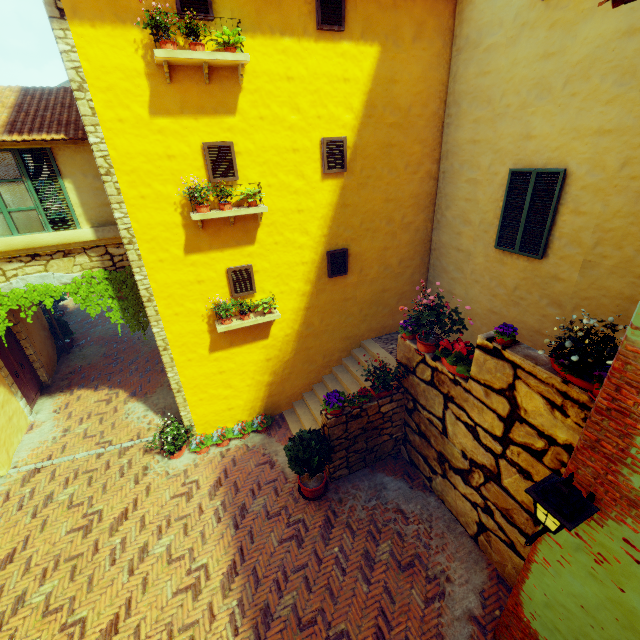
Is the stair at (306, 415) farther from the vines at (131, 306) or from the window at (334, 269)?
the vines at (131, 306)

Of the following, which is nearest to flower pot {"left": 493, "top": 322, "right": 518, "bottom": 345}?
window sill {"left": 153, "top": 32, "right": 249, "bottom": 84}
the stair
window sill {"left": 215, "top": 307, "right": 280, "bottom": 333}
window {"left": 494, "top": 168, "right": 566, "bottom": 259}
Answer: window {"left": 494, "top": 168, "right": 566, "bottom": 259}

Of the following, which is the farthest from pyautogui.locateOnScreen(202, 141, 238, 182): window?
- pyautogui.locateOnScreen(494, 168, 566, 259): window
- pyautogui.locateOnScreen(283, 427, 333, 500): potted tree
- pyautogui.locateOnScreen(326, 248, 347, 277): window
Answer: pyautogui.locateOnScreen(283, 427, 333, 500): potted tree

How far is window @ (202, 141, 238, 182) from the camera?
6.2 meters

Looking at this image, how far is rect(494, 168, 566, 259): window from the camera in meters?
6.0

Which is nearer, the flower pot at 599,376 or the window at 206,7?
the flower pot at 599,376

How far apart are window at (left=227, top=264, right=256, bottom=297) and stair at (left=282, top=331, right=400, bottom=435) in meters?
3.5 m

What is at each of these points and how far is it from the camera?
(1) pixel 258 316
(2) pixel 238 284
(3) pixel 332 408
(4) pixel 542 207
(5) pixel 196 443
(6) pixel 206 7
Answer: (1) window sill, 7.76m
(2) window, 7.55m
(3) flower pot, 6.62m
(4) window, 6.21m
(5) flower pot, 8.41m
(6) window, 5.36m
